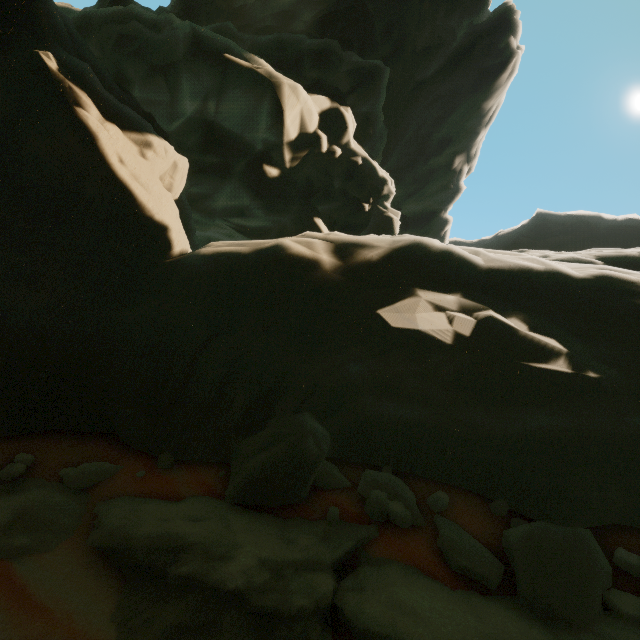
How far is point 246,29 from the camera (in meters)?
15.99

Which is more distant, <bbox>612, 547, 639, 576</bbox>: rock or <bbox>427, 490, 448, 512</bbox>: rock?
<bbox>427, 490, 448, 512</bbox>: rock

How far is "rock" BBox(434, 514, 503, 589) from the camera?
3.38m

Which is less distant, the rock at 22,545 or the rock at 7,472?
the rock at 22,545

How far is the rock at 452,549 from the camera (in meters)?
3.38

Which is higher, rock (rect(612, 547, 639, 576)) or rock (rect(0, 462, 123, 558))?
rock (rect(612, 547, 639, 576))
